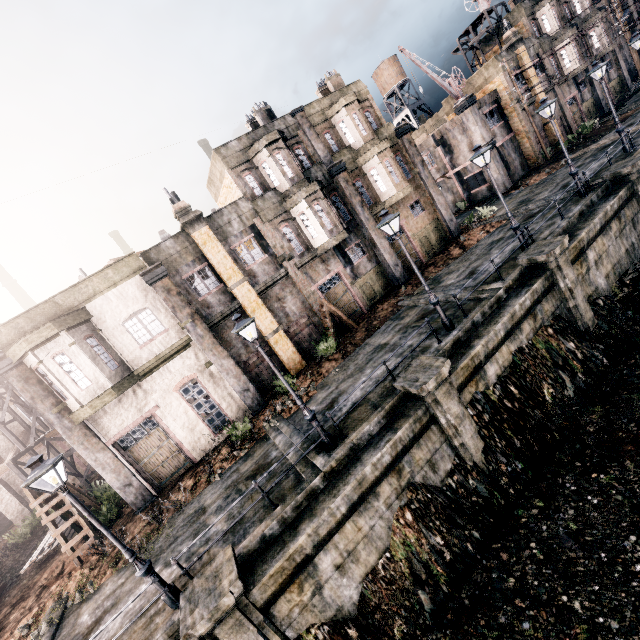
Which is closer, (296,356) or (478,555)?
(478,555)

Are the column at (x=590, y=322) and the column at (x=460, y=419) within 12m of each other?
yes

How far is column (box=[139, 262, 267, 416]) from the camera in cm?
1633

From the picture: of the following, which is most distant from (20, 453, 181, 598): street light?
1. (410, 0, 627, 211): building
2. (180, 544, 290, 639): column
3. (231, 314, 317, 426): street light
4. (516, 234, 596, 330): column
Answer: (410, 0, 627, 211): building

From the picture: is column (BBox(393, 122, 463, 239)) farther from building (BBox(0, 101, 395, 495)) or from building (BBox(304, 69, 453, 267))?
building (BBox(0, 101, 395, 495))

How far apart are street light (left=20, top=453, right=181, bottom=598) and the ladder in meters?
8.2 m

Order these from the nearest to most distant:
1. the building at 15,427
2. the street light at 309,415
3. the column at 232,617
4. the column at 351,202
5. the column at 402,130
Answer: the column at 232,617 → the street light at 309,415 → the column at 351,202 → the column at 402,130 → the building at 15,427

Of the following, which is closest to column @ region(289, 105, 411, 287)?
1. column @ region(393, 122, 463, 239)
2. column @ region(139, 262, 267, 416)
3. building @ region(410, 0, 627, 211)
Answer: column @ region(393, 122, 463, 239)
